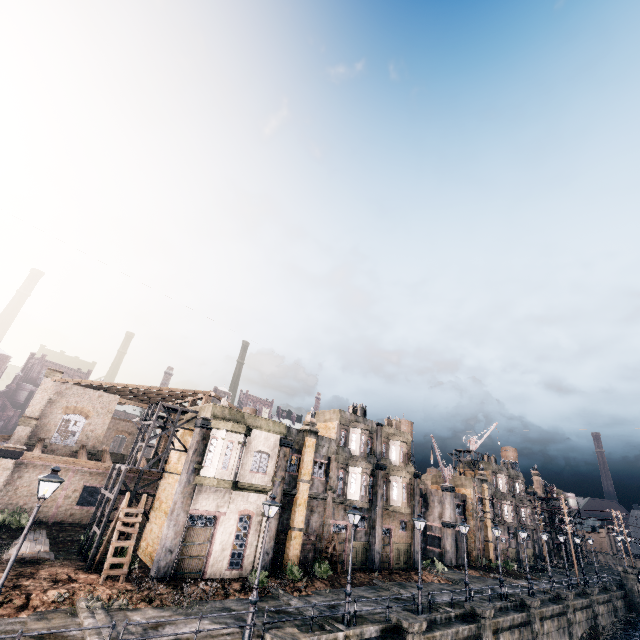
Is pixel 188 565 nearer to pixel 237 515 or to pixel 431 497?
pixel 237 515

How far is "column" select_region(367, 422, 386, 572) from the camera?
31.0m

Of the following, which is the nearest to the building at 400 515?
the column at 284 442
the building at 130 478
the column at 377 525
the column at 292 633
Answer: the column at 377 525

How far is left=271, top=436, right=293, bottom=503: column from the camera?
25.4 meters

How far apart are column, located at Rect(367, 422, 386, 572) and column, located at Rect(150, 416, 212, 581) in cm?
1941

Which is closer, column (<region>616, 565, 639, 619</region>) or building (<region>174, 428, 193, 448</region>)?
building (<region>174, 428, 193, 448</region>)

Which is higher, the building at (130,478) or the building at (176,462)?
the building at (176,462)

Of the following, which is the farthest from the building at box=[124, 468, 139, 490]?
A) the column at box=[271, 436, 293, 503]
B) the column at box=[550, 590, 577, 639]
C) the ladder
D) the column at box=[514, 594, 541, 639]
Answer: the column at box=[550, 590, 577, 639]
